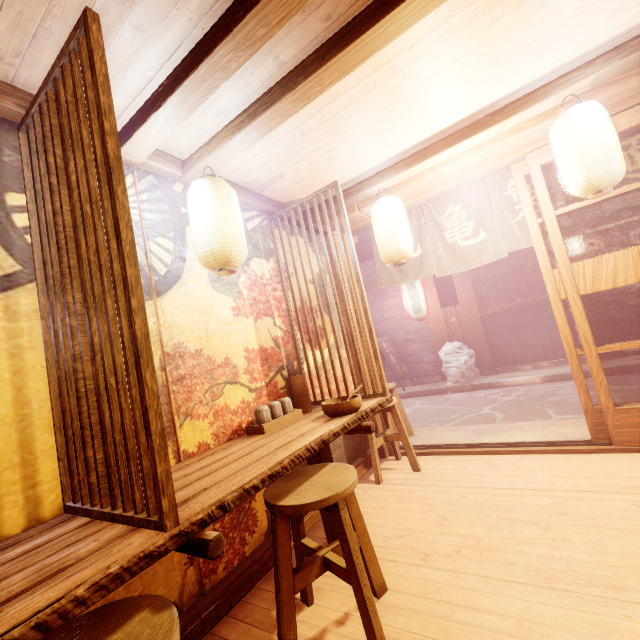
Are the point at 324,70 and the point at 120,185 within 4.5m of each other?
yes

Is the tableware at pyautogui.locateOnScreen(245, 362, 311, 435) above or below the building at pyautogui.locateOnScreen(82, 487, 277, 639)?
above

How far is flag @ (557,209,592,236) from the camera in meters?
5.8

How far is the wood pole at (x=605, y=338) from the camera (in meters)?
12.10

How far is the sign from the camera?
15.21m

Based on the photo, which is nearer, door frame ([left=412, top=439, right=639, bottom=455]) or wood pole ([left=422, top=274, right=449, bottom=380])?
door frame ([left=412, top=439, right=639, bottom=455])

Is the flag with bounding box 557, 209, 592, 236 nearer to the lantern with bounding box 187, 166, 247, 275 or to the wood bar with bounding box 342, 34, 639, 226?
the wood bar with bounding box 342, 34, 639, 226

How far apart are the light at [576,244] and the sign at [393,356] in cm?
803
